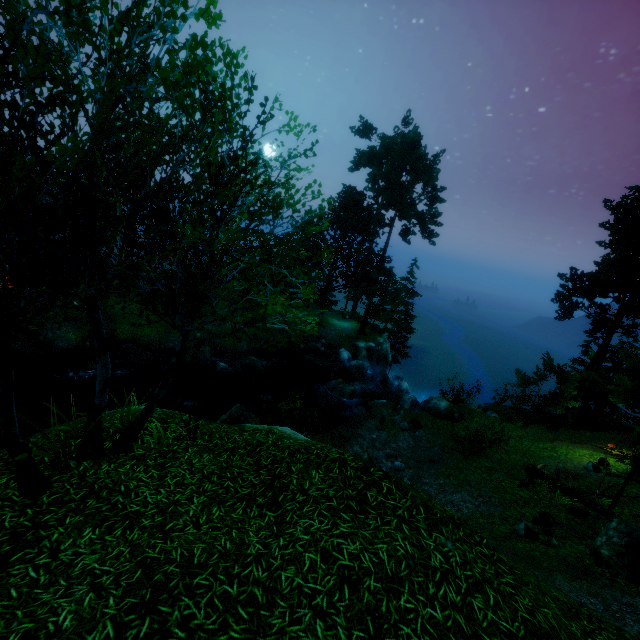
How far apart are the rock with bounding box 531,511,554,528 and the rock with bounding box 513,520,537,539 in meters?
0.4

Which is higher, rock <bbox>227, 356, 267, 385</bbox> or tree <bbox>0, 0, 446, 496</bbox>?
tree <bbox>0, 0, 446, 496</bbox>

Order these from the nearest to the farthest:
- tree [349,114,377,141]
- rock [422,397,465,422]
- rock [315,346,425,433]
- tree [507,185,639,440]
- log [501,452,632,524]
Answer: log [501,452,632,524]
tree [507,185,639,440]
rock [422,397,465,422]
rock [315,346,425,433]
tree [349,114,377,141]

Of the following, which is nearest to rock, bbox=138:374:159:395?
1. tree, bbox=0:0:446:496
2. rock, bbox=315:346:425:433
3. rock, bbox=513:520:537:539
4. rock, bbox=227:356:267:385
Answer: rock, bbox=227:356:267:385

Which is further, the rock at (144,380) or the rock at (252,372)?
the rock at (252,372)

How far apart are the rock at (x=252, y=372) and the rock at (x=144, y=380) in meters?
4.8

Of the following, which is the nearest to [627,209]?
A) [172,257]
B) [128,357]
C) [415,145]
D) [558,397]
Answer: [558,397]

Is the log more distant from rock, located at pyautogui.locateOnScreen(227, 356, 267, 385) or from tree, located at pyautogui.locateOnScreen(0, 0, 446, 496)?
rock, located at pyautogui.locateOnScreen(227, 356, 267, 385)
